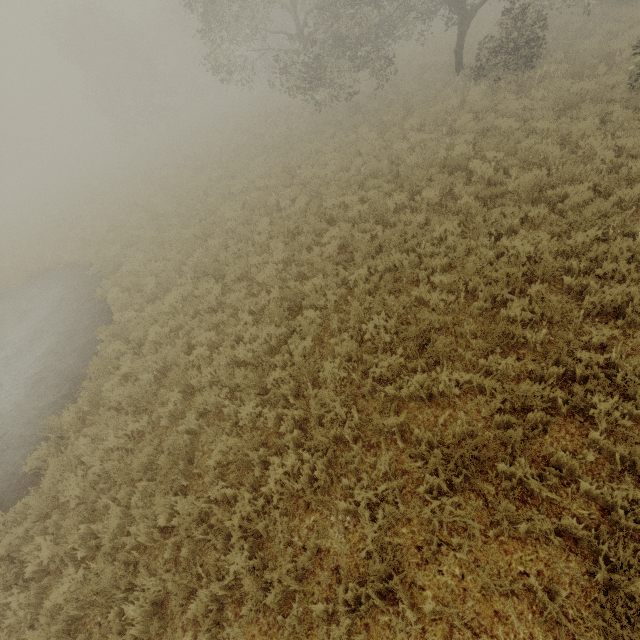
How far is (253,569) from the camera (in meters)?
4.22
